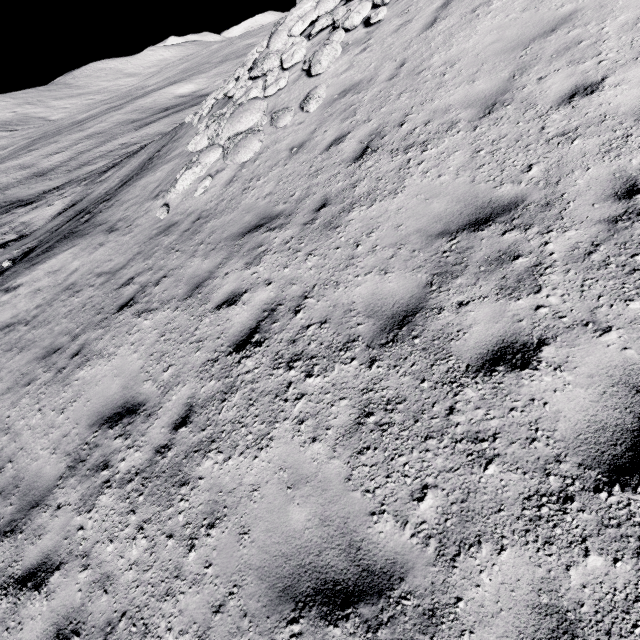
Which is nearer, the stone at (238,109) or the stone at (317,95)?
the stone at (317,95)

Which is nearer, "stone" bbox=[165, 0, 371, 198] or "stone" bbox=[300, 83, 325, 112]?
"stone" bbox=[300, 83, 325, 112]

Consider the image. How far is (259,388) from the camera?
4.05m

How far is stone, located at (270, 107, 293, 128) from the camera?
8.55m

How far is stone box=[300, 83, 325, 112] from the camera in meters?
8.1

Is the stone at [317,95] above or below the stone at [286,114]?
Result: above

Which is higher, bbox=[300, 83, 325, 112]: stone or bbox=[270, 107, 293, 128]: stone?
bbox=[300, 83, 325, 112]: stone
